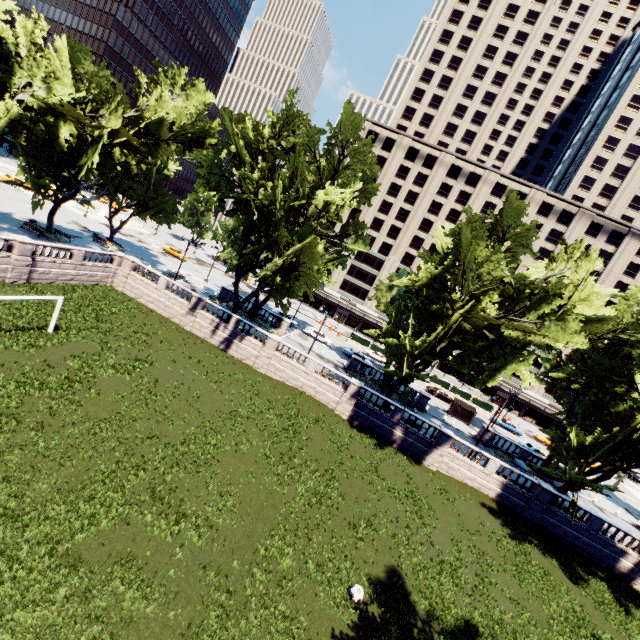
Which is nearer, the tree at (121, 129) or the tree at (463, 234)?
the tree at (463, 234)

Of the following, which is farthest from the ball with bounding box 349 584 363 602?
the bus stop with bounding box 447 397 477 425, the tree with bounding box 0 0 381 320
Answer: the bus stop with bounding box 447 397 477 425

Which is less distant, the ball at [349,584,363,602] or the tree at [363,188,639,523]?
the ball at [349,584,363,602]

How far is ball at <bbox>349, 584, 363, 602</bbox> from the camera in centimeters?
1520cm

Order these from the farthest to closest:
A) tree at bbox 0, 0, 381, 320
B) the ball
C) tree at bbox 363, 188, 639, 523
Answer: tree at bbox 0, 0, 381, 320, tree at bbox 363, 188, 639, 523, the ball

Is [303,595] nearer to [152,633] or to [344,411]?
[152,633]

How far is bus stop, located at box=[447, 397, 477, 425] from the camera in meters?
45.0

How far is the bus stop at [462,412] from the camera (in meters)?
45.03
